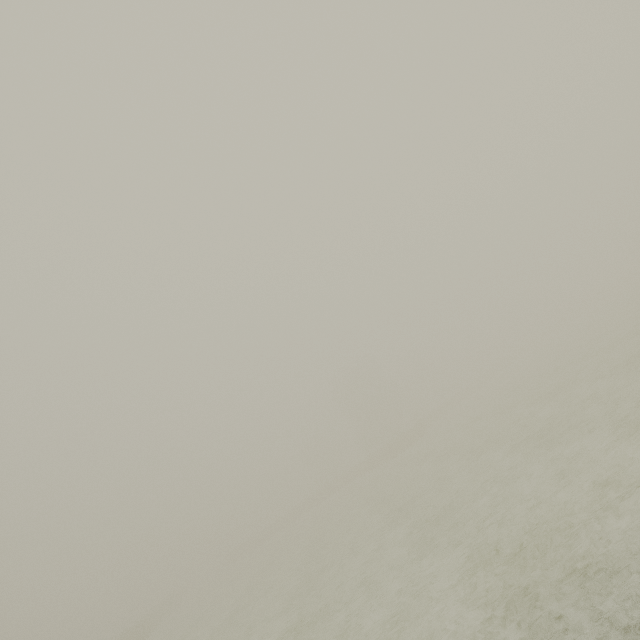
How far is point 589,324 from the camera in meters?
44.6 m
